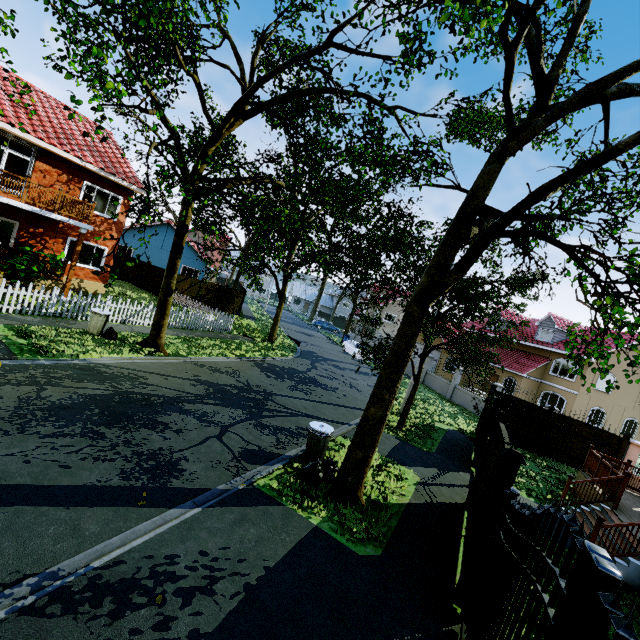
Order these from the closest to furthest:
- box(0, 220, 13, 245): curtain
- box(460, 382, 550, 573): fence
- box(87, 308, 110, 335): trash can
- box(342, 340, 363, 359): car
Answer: box(460, 382, 550, 573): fence
box(87, 308, 110, 335): trash can
box(0, 220, 13, 245): curtain
box(342, 340, 363, 359): car

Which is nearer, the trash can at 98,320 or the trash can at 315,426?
the trash can at 315,426

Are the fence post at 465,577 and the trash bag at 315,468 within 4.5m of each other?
yes

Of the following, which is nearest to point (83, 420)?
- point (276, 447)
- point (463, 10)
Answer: point (276, 447)

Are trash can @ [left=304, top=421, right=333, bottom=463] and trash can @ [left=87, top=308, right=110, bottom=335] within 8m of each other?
no

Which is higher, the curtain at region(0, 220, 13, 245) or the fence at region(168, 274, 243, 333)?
the curtain at region(0, 220, 13, 245)

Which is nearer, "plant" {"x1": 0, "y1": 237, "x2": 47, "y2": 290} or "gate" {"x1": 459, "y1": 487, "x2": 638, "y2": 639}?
"gate" {"x1": 459, "y1": 487, "x2": 638, "y2": 639}

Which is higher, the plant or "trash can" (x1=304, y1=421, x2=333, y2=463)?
the plant
